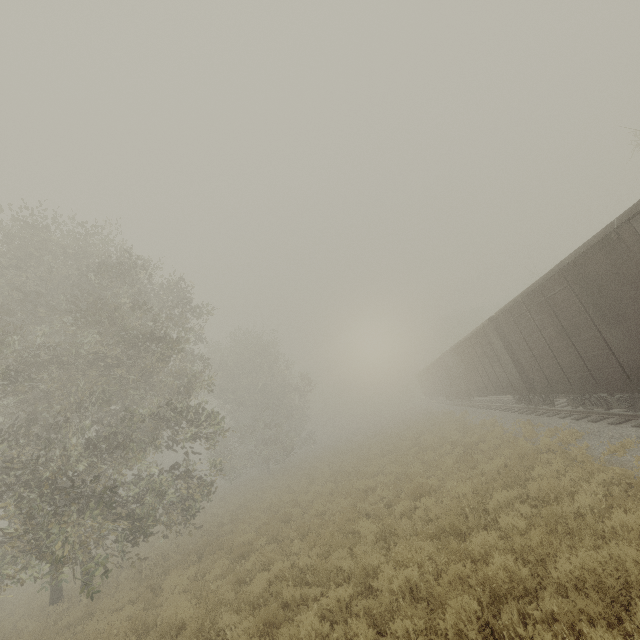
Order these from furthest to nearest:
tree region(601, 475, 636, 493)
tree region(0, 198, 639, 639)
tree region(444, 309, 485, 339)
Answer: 1. tree region(444, 309, 485, 339)
2. tree region(601, 475, 636, 493)
3. tree region(0, 198, 639, 639)

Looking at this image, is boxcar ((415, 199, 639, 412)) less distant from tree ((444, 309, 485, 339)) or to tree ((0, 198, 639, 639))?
tree ((444, 309, 485, 339))

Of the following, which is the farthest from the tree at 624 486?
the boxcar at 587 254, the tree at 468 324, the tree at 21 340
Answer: the tree at 468 324

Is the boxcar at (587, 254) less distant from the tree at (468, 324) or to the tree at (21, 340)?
the tree at (468, 324)

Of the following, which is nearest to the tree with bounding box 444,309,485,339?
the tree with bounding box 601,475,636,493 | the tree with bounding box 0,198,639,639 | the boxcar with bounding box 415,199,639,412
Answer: the boxcar with bounding box 415,199,639,412

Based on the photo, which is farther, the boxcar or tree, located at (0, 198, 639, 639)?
the boxcar

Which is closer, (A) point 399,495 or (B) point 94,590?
(B) point 94,590
